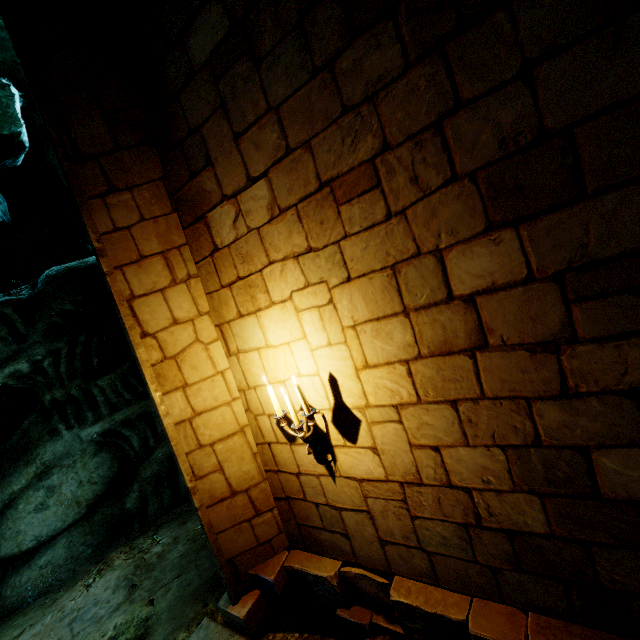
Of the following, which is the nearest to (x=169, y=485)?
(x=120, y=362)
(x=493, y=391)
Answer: (x=120, y=362)

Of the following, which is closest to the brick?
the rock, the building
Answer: the building

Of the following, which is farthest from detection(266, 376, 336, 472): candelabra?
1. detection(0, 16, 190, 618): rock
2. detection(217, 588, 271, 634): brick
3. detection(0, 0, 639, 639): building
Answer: detection(0, 16, 190, 618): rock

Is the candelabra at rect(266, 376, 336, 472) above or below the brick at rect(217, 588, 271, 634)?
above

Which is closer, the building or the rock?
the building

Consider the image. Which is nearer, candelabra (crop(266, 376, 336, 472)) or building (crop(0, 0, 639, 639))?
building (crop(0, 0, 639, 639))

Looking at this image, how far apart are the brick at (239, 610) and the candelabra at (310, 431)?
1.9 meters

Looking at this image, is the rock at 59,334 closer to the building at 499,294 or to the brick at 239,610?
the building at 499,294
